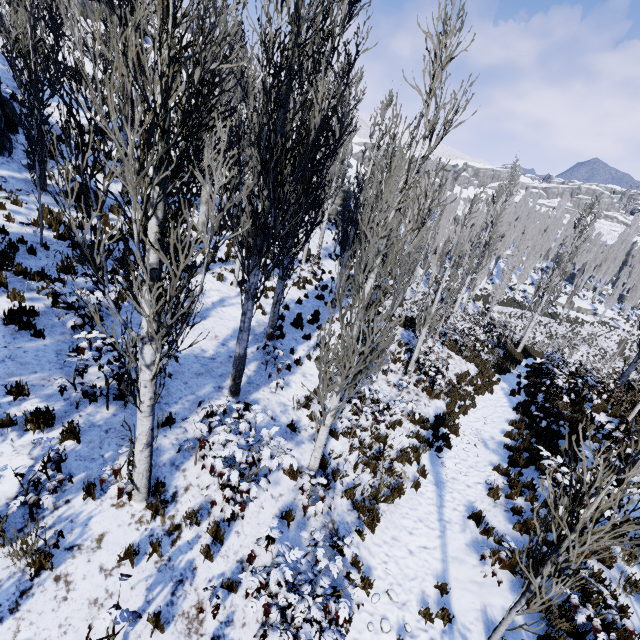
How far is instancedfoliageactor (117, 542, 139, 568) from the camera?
4.6 meters

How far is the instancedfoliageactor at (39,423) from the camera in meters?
5.2 m

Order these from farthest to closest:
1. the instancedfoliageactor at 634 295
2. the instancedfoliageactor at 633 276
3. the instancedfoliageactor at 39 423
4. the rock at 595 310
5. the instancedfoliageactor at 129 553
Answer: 1. the rock at 595 310
2. the instancedfoliageactor at 634 295
3. the instancedfoliageactor at 633 276
4. the instancedfoliageactor at 39 423
5. the instancedfoliageactor at 129 553

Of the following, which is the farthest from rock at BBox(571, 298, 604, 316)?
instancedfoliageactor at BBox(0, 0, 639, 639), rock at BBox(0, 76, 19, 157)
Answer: rock at BBox(0, 76, 19, 157)

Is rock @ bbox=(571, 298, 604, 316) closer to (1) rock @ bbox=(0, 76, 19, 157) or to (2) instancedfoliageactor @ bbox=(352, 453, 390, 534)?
(2) instancedfoliageactor @ bbox=(352, 453, 390, 534)

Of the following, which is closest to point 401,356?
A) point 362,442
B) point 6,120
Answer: point 362,442
